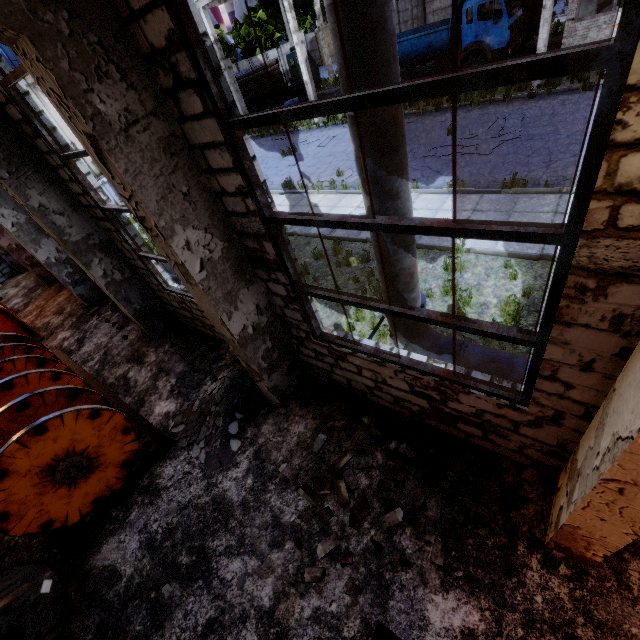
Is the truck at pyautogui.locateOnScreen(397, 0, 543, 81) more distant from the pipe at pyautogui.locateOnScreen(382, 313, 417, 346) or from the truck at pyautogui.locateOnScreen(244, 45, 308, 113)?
the pipe at pyautogui.locateOnScreen(382, 313, 417, 346)

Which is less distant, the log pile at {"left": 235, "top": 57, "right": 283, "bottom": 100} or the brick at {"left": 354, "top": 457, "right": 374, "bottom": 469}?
the brick at {"left": 354, "top": 457, "right": 374, "bottom": 469}

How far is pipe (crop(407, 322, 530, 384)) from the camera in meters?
4.7 m

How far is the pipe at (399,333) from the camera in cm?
505

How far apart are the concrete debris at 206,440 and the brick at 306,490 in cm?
138

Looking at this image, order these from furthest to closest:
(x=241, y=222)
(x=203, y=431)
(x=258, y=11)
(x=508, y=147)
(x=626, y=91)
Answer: (x=258, y=11) < (x=508, y=147) < (x=203, y=431) < (x=241, y=222) < (x=626, y=91)

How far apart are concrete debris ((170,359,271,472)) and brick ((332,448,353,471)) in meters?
1.4 m

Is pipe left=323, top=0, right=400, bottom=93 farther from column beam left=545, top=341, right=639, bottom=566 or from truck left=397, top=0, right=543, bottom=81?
truck left=397, top=0, right=543, bottom=81
